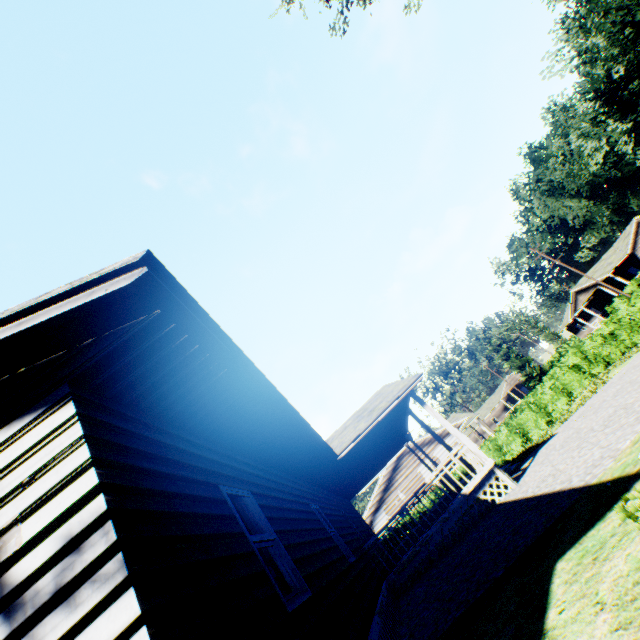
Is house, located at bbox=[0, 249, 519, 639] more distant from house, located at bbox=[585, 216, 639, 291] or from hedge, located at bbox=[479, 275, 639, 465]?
house, located at bbox=[585, 216, 639, 291]

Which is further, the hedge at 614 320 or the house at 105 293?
the hedge at 614 320

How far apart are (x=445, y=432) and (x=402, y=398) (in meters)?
16.98

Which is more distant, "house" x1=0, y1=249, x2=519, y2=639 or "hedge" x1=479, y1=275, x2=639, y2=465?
"hedge" x1=479, y1=275, x2=639, y2=465

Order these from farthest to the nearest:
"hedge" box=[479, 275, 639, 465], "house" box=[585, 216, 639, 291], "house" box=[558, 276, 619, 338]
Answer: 1. "house" box=[558, 276, 619, 338]
2. "house" box=[585, 216, 639, 291]
3. "hedge" box=[479, 275, 639, 465]

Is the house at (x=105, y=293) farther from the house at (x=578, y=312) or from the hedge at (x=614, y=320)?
the house at (x=578, y=312)

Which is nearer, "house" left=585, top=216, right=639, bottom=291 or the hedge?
→ the hedge
